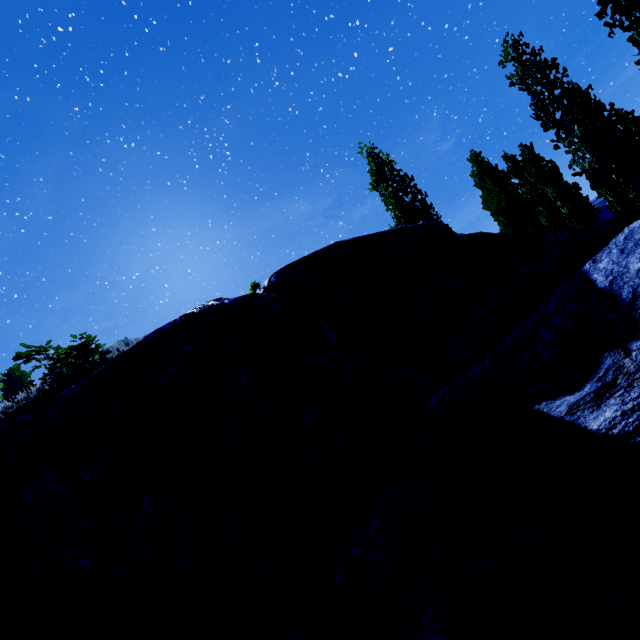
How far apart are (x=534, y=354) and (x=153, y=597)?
3.59m

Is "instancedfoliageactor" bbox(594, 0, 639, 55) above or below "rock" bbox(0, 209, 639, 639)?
above

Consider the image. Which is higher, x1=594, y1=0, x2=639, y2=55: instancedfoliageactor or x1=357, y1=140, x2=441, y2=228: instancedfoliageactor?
x1=357, y1=140, x2=441, y2=228: instancedfoliageactor

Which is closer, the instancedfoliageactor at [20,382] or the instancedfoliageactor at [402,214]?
the instancedfoliageactor at [20,382]

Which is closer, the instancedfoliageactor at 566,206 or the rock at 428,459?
the rock at 428,459

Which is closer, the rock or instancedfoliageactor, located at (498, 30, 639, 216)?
the rock

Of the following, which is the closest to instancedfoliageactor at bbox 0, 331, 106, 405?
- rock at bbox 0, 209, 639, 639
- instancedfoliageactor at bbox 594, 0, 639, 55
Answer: rock at bbox 0, 209, 639, 639

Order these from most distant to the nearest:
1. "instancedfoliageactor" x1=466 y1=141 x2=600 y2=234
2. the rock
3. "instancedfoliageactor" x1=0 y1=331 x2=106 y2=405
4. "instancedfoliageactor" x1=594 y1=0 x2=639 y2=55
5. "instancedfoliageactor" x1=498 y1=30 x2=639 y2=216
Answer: "instancedfoliageactor" x1=466 y1=141 x2=600 y2=234 → "instancedfoliageactor" x1=0 y1=331 x2=106 y2=405 → "instancedfoliageactor" x1=498 y1=30 x2=639 y2=216 → "instancedfoliageactor" x1=594 y1=0 x2=639 y2=55 → the rock
